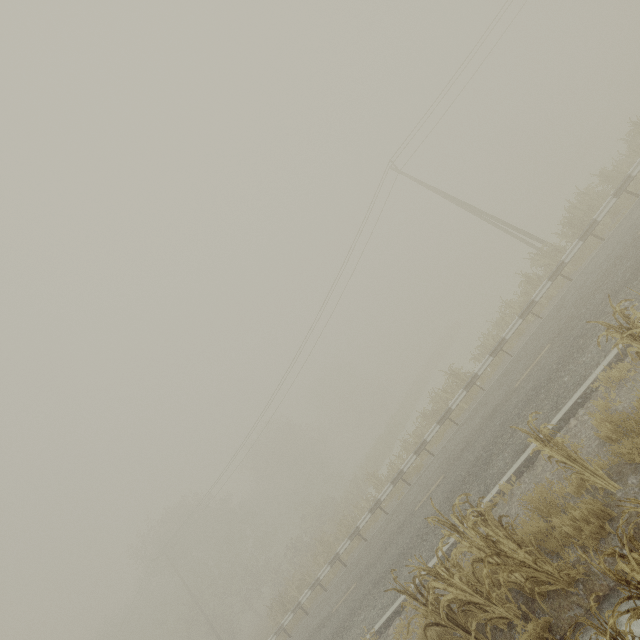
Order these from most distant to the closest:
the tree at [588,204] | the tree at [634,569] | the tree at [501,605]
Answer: the tree at [588,204] → the tree at [501,605] → the tree at [634,569]

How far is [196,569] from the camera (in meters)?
35.56

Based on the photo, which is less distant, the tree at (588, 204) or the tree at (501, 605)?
the tree at (501, 605)

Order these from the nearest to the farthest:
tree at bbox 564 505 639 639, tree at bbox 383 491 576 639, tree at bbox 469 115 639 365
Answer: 1. tree at bbox 564 505 639 639
2. tree at bbox 383 491 576 639
3. tree at bbox 469 115 639 365

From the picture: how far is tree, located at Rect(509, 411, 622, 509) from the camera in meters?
4.9 m

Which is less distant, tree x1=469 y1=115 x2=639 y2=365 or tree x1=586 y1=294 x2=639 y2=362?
tree x1=586 y1=294 x2=639 y2=362

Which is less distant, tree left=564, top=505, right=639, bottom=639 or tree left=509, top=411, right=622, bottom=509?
tree left=564, top=505, right=639, bottom=639
